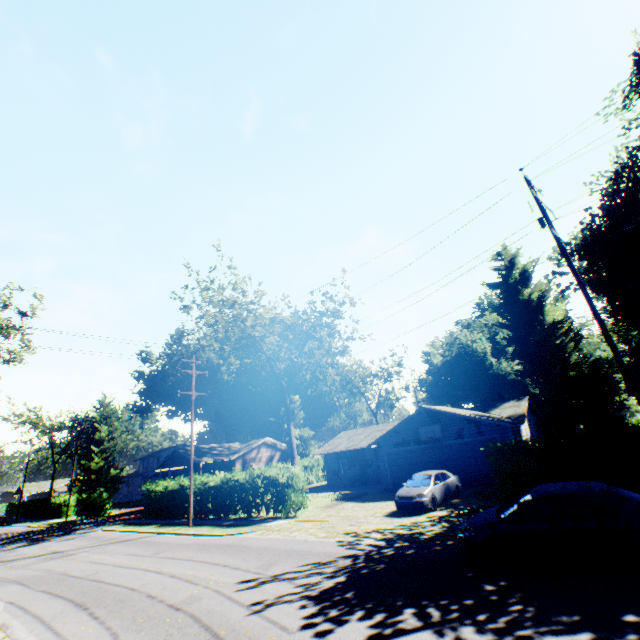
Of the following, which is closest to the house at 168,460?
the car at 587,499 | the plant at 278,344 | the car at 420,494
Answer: the plant at 278,344

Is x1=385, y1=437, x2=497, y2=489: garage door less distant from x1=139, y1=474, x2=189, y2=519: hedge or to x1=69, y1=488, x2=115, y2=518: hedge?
x1=139, y1=474, x2=189, y2=519: hedge

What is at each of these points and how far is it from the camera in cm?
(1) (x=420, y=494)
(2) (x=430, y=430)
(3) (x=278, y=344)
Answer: (1) car, 1600
(2) basketball hoop, 2420
(3) plant, 4928

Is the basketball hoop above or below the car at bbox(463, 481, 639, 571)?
above

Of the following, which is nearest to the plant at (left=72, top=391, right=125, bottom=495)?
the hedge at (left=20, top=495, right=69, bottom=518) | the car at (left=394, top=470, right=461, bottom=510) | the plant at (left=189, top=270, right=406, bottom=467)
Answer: the hedge at (left=20, top=495, right=69, bottom=518)

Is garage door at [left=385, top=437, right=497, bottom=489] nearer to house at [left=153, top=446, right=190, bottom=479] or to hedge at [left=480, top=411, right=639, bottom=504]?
hedge at [left=480, top=411, right=639, bottom=504]

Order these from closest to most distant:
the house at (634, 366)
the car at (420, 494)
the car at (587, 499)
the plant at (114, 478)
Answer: the car at (587, 499)
the car at (420, 494)
the house at (634, 366)
the plant at (114, 478)

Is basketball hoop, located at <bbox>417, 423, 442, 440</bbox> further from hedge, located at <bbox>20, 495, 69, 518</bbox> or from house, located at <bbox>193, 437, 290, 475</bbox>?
hedge, located at <bbox>20, 495, 69, 518</bbox>
